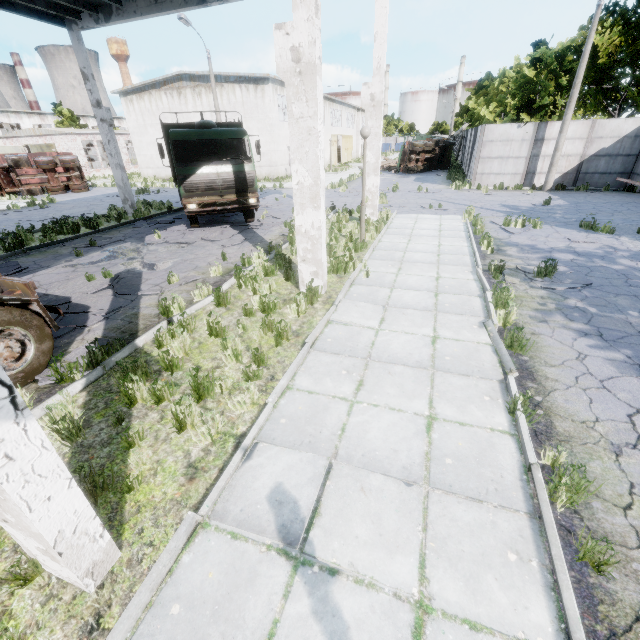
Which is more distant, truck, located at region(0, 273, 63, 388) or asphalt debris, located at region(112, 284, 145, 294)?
asphalt debris, located at region(112, 284, 145, 294)

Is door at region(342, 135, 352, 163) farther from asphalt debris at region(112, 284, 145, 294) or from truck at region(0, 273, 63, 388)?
asphalt debris at region(112, 284, 145, 294)

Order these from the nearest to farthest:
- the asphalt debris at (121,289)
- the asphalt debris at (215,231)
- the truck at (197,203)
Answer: the asphalt debris at (121,289) → the truck at (197,203) → the asphalt debris at (215,231)

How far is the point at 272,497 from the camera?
3.19m

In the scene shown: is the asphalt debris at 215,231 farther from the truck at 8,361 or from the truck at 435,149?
the truck at 435,149

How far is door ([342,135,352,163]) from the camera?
48.2 meters

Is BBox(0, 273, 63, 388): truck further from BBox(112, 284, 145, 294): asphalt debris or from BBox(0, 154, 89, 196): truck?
BBox(0, 154, 89, 196): truck

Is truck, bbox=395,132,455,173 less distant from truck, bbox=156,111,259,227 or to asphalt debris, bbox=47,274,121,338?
truck, bbox=156,111,259,227
